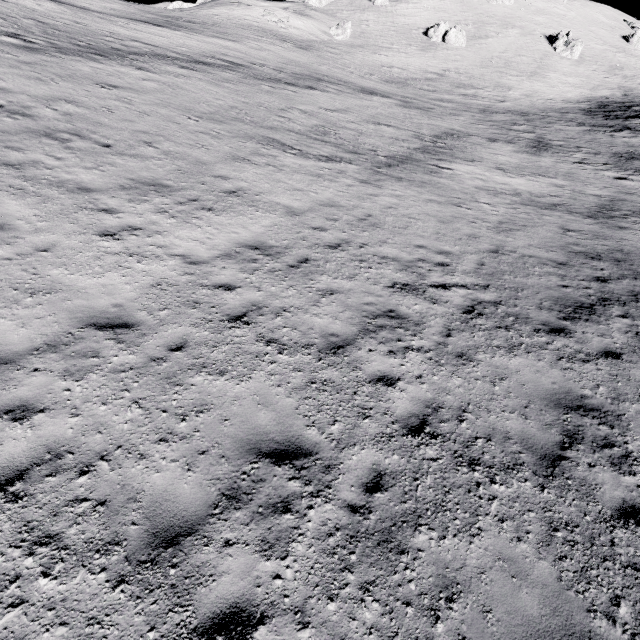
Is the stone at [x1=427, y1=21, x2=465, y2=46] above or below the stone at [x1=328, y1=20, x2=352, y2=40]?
above

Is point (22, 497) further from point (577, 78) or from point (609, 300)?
point (577, 78)

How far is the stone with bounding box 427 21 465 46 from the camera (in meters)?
57.94

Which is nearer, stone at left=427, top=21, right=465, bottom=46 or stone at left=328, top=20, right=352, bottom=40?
stone at left=328, top=20, right=352, bottom=40

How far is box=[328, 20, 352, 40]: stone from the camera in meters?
53.4 m

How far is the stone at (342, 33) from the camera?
Result: 53.4 meters

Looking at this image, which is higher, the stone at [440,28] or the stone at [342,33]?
the stone at [440,28]
